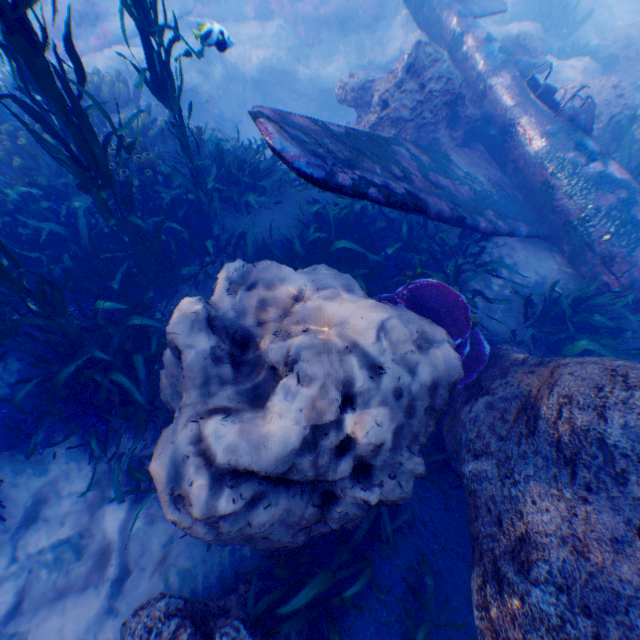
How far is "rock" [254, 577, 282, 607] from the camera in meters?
3.3

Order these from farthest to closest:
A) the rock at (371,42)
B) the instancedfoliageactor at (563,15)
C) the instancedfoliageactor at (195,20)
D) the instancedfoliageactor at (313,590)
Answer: the instancedfoliageactor at (563,15) < the rock at (371,42) < the instancedfoliageactor at (195,20) < the instancedfoliageactor at (313,590)

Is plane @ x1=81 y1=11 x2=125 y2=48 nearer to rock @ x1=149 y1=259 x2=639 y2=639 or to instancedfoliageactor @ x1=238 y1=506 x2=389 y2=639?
rock @ x1=149 y1=259 x2=639 y2=639

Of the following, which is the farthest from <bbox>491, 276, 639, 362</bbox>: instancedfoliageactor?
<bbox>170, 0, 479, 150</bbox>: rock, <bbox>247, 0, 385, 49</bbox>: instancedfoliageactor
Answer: <bbox>247, 0, 385, 49</bbox>: instancedfoliageactor

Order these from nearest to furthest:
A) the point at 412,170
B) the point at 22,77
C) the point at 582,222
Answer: the point at 22,77
the point at 412,170
the point at 582,222

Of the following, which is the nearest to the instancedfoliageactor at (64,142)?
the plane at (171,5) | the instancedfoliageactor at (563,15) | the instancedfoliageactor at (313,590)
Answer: the plane at (171,5)

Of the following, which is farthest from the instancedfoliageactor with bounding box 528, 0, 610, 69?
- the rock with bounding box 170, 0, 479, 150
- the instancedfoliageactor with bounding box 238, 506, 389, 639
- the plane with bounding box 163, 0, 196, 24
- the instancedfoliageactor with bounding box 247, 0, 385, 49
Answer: the instancedfoliageactor with bounding box 238, 506, 389, 639

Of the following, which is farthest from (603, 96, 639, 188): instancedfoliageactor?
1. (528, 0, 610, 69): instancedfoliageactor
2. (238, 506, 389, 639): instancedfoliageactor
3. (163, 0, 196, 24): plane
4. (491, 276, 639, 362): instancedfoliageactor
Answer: (528, 0, 610, 69): instancedfoliageactor
